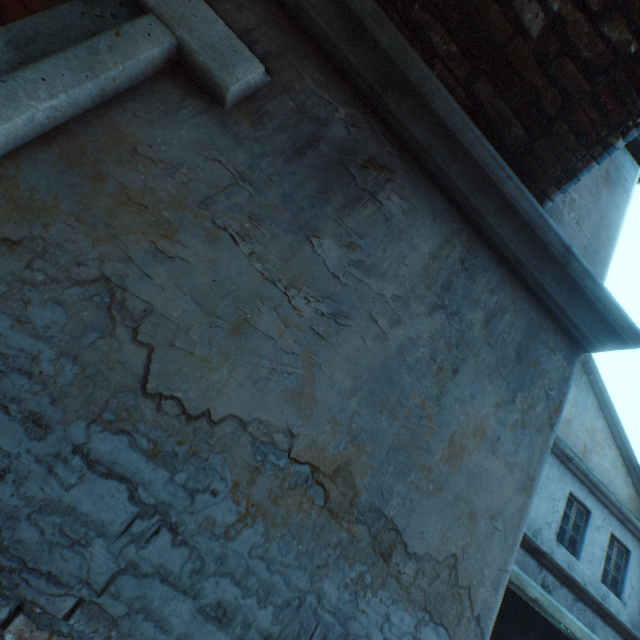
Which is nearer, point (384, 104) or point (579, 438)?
point (384, 104)
